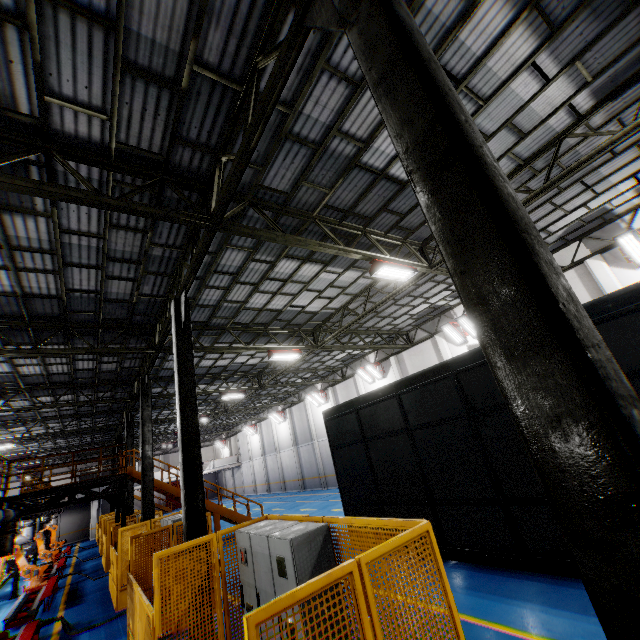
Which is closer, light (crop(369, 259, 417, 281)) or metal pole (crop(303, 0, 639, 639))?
metal pole (crop(303, 0, 639, 639))

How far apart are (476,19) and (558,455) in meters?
7.1

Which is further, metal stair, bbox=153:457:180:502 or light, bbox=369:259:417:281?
metal stair, bbox=153:457:180:502

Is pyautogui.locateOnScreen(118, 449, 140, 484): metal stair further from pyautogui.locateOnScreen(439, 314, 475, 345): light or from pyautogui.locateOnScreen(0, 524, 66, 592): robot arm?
pyautogui.locateOnScreen(439, 314, 475, 345): light

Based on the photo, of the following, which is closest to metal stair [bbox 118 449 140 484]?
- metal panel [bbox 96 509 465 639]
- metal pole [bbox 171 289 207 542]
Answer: metal panel [bbox 96 509 465 639]

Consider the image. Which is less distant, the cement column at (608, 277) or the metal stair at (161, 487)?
the cement column at (608, 277)

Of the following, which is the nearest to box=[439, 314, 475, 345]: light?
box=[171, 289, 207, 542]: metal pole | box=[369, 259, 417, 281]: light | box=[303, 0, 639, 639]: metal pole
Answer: box=[369, 259, 417, 281]: light

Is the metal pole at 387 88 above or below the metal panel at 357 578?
above
